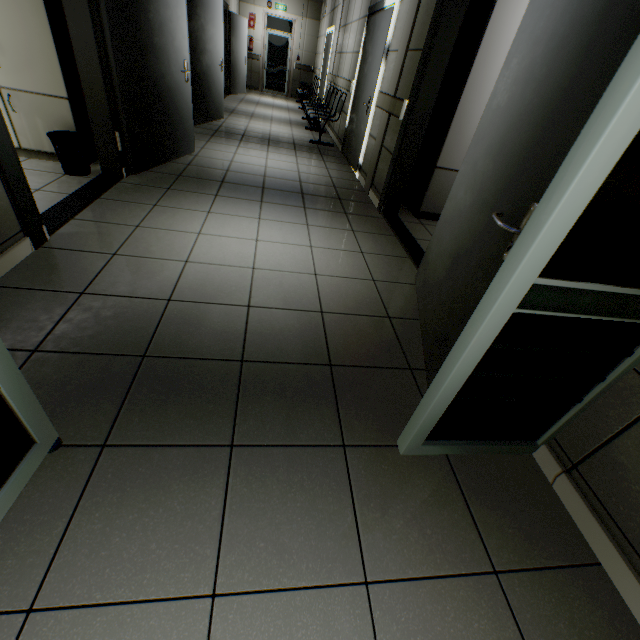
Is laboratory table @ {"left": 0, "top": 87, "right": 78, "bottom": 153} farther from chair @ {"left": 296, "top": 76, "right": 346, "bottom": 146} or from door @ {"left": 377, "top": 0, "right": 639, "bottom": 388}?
chair @ {"left": 296, "top": 76, "right": 346, "bottom": 146}

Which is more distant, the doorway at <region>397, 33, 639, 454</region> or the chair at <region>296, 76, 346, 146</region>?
the chair at <region>296, 76, 346, 146</region>

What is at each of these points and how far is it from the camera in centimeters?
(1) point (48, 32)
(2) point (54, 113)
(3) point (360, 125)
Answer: (1) cabinet, 286cm
(2) laboratory table, 323cm
(3) door, 527cm

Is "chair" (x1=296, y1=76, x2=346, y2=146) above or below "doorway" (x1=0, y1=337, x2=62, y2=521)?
above

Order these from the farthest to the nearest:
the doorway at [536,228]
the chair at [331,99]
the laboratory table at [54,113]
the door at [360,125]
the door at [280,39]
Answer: the door at [280,39]
the chair at [331,99]
the door at [360,125]
the laboratory table at [54,113]
the doorway at [536,228]

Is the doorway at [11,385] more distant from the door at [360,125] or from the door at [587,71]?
the door at [360,125]

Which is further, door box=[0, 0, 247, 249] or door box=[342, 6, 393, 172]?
door box=[342, 6, 393, 172]

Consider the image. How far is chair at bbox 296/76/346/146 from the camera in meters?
6.7
